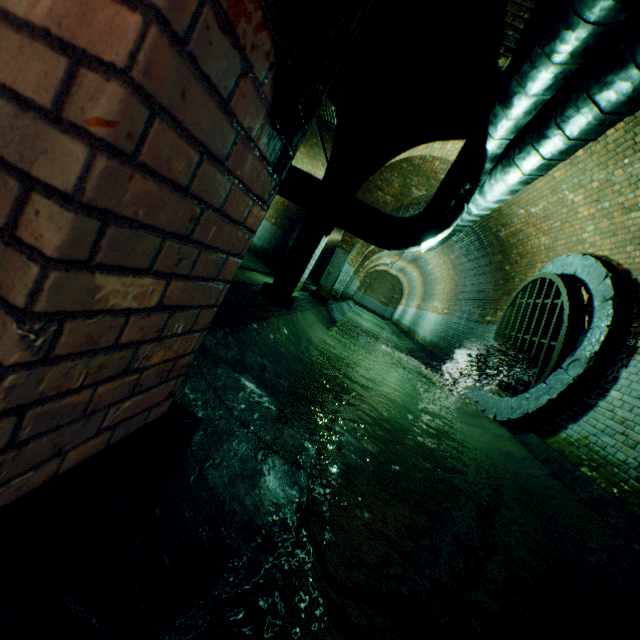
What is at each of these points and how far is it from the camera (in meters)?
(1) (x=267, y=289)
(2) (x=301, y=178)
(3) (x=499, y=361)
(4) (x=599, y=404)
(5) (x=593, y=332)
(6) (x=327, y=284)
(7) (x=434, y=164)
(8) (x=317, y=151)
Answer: (1) support arch, 5.57
(2) pipe, 5.83
(3) sewer grate, 6.96
(4) building tunnel, 4.32
(5) sewerage pipe, 4.68
(6) support arch, 10.53
(7) building tunnel, 7.61
(8) building tunnel, 10.51

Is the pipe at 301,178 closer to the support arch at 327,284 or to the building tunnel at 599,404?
the building tunnel at 599,404

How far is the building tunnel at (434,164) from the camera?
7.40m

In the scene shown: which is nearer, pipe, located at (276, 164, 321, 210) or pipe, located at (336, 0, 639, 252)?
pipe, located at (336, 0, 639, 252)

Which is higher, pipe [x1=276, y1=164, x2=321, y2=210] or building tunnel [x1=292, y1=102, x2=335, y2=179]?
building tunnel [x1=292, y1=102, x2=335, y2=179]

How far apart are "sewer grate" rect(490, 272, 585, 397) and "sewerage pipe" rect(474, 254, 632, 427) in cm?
1

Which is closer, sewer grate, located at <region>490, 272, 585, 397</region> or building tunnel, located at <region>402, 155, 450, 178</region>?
sewer grate, located at <region>490, 272, 585, 397</region>

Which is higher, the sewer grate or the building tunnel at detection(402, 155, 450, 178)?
the building tunnel at detection(402, 155, 450, 178)
